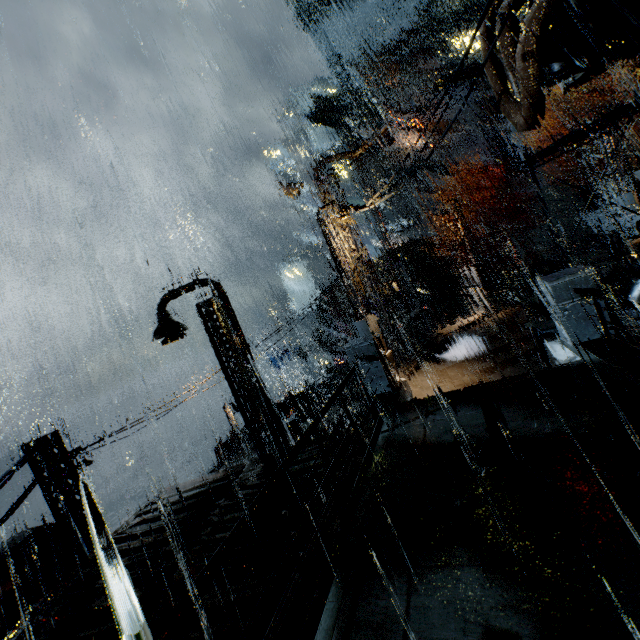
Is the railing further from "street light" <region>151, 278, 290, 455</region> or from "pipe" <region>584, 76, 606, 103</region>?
"pipe" <region>584, 76, 606, 103</region>

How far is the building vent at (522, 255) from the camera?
40.6 meters

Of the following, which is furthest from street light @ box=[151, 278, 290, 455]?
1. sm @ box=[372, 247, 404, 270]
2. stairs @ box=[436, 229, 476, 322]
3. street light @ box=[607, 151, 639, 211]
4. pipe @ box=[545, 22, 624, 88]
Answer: stairs @ box=[436, 229, 476, 322]

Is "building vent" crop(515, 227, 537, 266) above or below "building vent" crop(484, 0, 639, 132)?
below

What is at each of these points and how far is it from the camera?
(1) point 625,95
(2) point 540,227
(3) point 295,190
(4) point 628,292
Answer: (1) pipe, 36.4m
(2) stairs, 36.1m
(3) light, 14.5m
(4) pipe, 8.3m

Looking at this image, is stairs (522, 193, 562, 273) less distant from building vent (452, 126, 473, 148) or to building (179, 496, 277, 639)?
building (179, 496, 277, 639)

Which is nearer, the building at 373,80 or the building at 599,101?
the building at 373,80

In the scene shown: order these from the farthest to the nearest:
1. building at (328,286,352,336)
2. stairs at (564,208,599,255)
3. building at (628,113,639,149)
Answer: building at (328,286,352,336), building at (628,113,639,149), stairs at (564,208,599,255)
